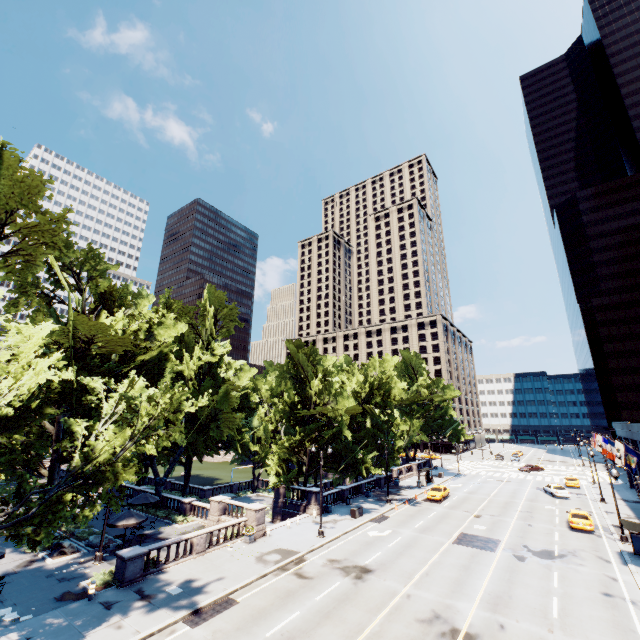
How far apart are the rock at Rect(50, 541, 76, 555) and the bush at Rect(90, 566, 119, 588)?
5.8 meters

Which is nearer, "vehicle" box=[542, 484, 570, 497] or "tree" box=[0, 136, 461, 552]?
"tree" box=[0, 136, 461, 552]

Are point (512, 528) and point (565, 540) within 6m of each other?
yes

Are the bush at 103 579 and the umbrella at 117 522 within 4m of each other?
yes

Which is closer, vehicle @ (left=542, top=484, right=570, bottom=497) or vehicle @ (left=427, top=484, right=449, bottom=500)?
vehicle @ (left=427, top=484, right=449, bottom=500)

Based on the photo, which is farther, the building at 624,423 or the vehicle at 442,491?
the vehicle at 442,491

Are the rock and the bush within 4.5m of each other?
no

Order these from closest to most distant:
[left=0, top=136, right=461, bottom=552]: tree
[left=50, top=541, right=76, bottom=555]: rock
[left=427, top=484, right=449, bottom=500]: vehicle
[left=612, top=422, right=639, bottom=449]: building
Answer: [left=0, top=136, right=461, bottom=552]: tree
[left=50, top=541, right=76, bottom=555]: rock
[left=612, top=422, right=639, bottom=449]: building
[left=427, top=484, right=449, bottom=500]: vehicle
